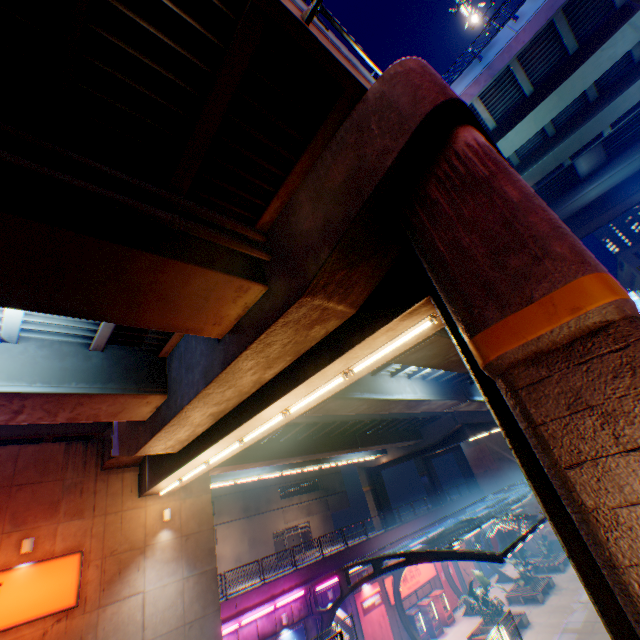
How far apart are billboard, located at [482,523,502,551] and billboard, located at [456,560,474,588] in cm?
471

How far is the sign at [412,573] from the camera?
25.1m

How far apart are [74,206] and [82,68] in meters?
1.8

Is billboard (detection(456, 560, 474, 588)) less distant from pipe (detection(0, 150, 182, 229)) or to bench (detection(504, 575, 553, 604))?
bench (detection(504, 575, 553, 604))

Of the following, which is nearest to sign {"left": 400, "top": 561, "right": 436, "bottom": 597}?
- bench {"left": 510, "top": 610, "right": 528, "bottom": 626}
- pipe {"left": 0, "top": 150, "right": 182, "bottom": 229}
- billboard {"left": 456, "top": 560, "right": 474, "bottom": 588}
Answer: billboard {"left": 456, "top": 560, "right": 474, "bottom": 588}

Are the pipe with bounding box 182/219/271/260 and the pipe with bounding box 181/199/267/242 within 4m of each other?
yes

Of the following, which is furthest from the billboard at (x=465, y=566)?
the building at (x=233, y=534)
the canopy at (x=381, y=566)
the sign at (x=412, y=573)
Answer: the building at (x=233, y=534)

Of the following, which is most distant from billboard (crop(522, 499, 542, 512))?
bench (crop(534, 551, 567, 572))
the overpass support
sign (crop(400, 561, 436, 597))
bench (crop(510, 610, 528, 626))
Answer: bench (crop(510, 610, 528, 626))
